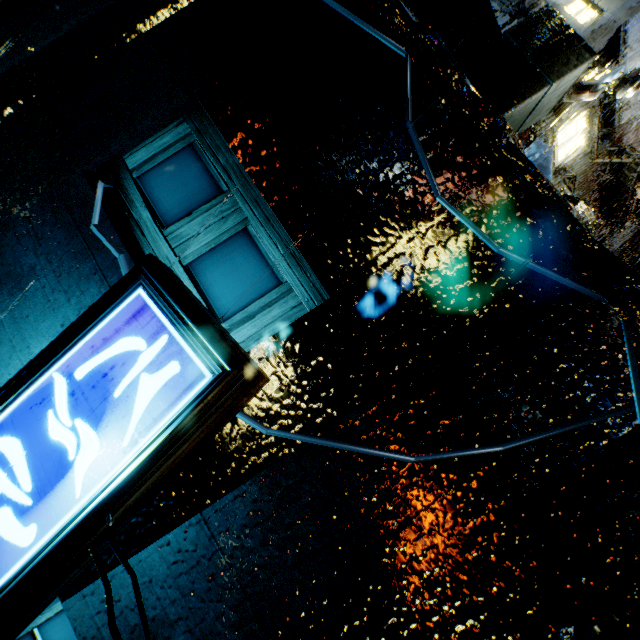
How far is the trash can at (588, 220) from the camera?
4.1m

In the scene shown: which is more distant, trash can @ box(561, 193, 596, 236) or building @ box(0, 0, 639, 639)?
trash can @ box(561, 193, 596, 236)

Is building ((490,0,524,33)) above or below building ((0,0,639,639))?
above

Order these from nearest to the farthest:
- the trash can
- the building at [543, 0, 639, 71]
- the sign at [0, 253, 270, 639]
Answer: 1. the sign at [0, 253, 270, 639]
2. the trash can
3. the building at [543, 0, 639, 71]

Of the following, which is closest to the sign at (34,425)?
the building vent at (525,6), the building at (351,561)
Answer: the building at (351,561)

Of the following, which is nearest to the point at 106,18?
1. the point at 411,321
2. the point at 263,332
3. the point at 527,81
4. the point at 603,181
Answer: the point at 263,332

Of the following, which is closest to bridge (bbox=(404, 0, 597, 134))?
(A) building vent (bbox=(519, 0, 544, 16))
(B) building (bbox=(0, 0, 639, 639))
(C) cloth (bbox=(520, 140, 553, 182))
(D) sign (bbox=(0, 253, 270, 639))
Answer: (B) building (bbox=(0, 0, 639, 639))

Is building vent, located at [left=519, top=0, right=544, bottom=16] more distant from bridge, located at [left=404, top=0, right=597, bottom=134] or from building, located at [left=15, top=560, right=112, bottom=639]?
bridge, located at [left=404, top=0, right=597, bottom=134]
